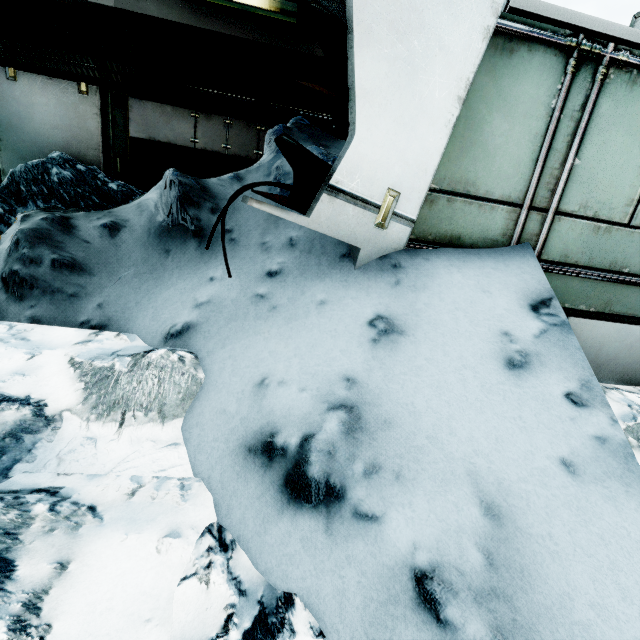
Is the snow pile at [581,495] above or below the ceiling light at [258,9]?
below

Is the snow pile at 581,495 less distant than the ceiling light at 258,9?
Yes

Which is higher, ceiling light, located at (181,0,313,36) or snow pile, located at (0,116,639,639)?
ceiling light, located at (181,0,313,36)

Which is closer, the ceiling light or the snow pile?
the snow pile

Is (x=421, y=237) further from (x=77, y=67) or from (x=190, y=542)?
(x=77, y=67)
